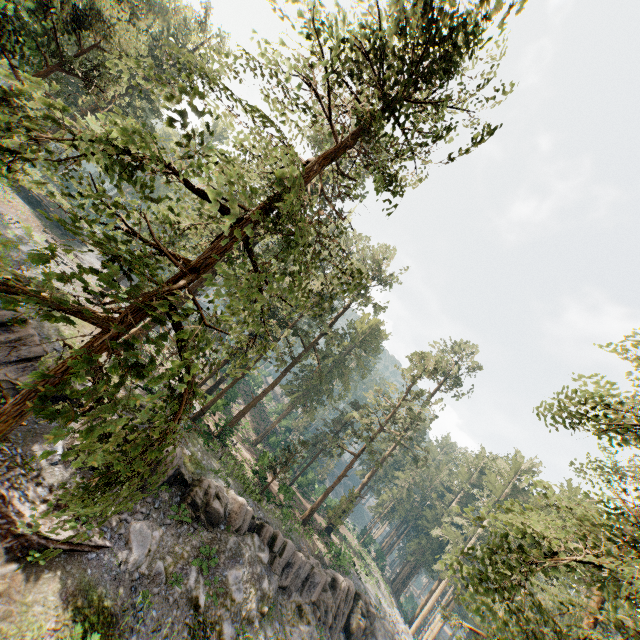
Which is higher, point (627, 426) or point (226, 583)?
point (627, 426)

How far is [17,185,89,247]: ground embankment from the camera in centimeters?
4509cm

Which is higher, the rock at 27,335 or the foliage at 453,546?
the foliage at 453,546

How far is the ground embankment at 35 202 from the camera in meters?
45.1

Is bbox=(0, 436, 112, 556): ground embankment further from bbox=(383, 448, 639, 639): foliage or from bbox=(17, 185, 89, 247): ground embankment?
bbox=(17, 185, 89, 247): ground embankment

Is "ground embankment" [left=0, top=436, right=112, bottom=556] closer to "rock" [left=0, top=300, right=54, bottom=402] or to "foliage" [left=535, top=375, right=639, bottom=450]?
"rock" [left=0, top=300, right=54, bottom=402]

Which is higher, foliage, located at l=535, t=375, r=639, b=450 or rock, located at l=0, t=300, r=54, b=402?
foliage, located at l=535, t=375, r=639, b=450

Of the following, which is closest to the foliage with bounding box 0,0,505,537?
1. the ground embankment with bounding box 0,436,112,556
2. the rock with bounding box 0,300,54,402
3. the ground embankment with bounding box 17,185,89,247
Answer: the rock with bounding box 0,300,54,402
